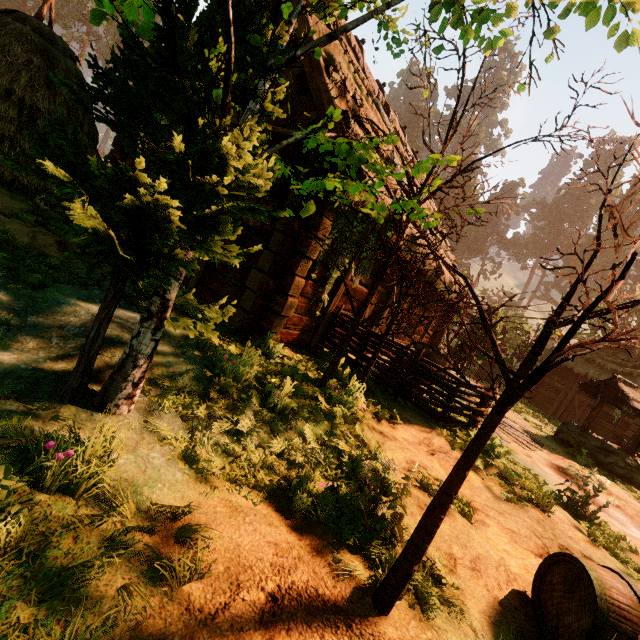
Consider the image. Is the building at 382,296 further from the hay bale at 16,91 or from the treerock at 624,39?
the hay bale at 16,91

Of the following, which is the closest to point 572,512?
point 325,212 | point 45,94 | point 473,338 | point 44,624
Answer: point 325,212

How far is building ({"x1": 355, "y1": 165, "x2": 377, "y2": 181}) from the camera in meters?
4.8 m

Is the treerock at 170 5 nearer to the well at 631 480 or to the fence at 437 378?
the well at 631 480

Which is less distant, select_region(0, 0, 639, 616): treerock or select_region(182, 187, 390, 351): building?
select_region(0, 0, 639, 616): treerock

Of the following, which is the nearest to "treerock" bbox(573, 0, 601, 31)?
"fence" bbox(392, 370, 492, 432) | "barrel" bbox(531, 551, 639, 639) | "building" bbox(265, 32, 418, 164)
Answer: "building" bbox(265, 32, 418, 164)

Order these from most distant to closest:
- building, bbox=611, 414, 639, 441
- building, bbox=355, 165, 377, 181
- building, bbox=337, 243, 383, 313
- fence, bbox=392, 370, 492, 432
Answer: building, bbox=611, 414, 639, 441 < building, bbox=337, 243, 383, 313 < fence, bbox=392, 370, 492, 432 < building, bbox=355, 165, 377, 181
